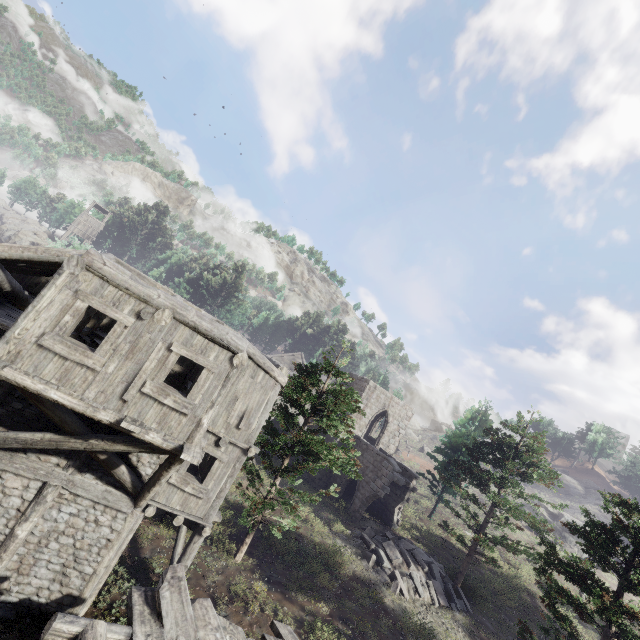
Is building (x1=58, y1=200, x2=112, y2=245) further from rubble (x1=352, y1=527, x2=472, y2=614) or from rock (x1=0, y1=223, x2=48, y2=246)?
rubble (x1=352, y1=527, x2=472, y2=614)

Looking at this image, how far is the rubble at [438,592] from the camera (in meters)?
16.52

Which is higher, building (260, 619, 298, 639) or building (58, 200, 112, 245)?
building (58, 200, 112, 245)

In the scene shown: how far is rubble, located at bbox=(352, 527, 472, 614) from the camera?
16.5 meters

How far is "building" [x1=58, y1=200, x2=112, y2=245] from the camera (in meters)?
51.41

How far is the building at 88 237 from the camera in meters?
51.4 m

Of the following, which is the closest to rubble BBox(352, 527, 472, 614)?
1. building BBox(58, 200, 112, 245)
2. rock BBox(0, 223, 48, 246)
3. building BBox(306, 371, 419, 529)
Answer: building BBox(306, 371, 419, 529)

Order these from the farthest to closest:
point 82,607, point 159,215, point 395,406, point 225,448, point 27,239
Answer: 1. point 159,215
2. point 27,239
3. point 395,406
4. point 225,448
5. point 82,607
